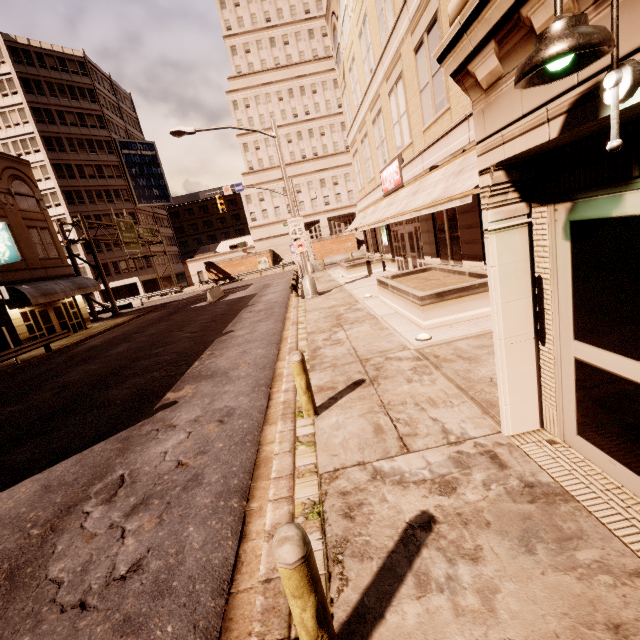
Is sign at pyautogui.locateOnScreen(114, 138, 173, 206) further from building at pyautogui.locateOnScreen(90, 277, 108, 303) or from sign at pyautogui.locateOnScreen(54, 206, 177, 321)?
sign at pyautogui.locateOnScreen(54, 206, 177, 321)

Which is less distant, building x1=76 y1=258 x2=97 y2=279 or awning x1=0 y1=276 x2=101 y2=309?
awning x1=0 y1=276 x2=101 y2=309

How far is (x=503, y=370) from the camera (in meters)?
3.90

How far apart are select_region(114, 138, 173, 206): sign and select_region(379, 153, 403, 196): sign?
51.5 meters

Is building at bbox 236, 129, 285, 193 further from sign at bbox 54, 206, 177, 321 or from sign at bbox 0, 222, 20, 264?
sign at bbox 0, 222, 20, 264

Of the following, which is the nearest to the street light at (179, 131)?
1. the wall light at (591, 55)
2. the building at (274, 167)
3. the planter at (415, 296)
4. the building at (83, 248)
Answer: the planter at (415, 296)

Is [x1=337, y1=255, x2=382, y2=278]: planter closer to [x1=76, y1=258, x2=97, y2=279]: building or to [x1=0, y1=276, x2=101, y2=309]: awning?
[x1=0, y1=276, x2=101, y2=309]: awning

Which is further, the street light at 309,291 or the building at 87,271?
the building at 87,271
